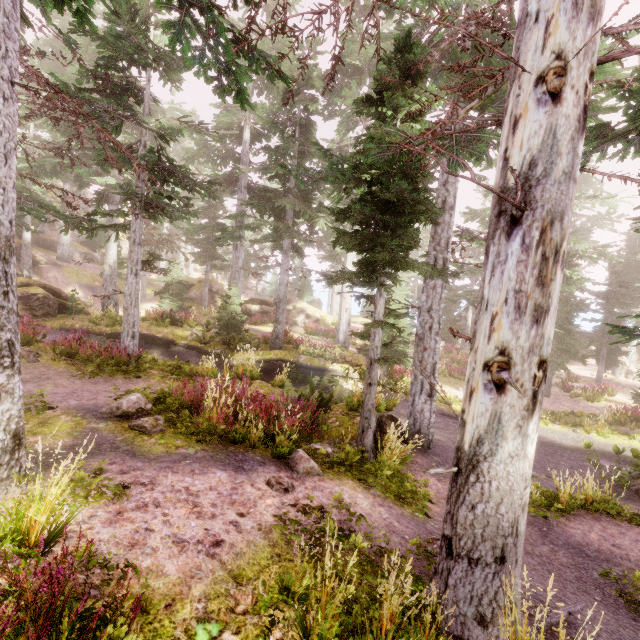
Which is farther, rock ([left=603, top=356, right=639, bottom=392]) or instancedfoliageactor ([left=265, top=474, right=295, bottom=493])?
rock ([left=603, top=356, right=639, bottom=392])

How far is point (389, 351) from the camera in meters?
19.7 m

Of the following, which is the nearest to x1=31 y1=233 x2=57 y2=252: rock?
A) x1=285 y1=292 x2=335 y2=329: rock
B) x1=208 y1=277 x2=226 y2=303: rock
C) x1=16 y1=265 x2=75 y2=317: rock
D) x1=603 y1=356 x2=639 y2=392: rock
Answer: x1=16 y1=265 x2=75 y2=317: rock

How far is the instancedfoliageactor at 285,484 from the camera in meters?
5.2 m

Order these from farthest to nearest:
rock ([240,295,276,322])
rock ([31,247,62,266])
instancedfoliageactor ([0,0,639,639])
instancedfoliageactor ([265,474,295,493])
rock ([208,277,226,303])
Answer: rock ([208,277,226,303]), rock ([240,295,276,322]), rock ([31,247,62,266]), instancedfoliageactor ([265,474,295,493]), instancedfoliageactor ([0,0,639,639])

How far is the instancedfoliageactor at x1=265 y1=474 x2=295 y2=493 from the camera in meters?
5.2

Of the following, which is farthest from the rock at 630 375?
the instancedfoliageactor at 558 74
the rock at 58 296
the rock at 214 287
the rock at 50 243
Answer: the rock at 50 243

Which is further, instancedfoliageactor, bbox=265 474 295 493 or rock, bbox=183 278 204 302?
rock, bbox=183 278 204 302
